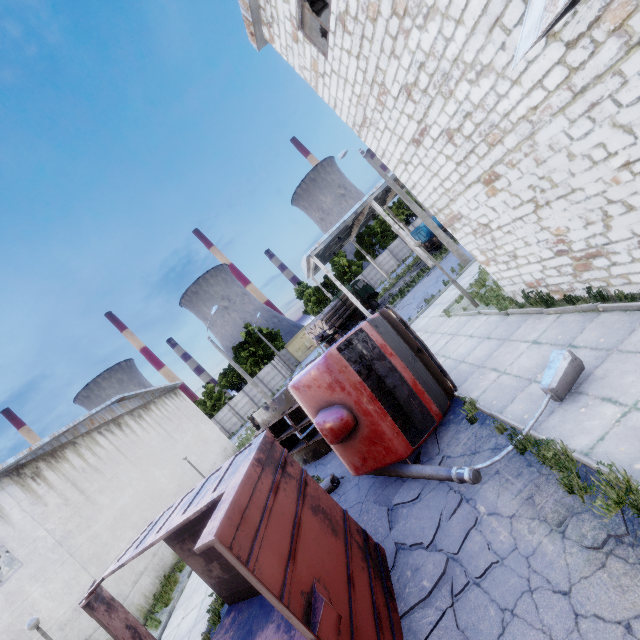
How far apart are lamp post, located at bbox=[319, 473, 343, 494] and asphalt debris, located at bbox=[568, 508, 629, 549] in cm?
562

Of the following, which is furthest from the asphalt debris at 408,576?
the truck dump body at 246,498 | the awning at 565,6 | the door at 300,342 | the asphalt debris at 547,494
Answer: the door at 300,342

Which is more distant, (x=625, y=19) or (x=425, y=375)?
(x=425, y=375)

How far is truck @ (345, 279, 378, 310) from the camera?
32.4m

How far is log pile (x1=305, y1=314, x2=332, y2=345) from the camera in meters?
28.6

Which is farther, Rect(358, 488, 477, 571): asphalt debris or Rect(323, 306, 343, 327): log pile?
Rect(323, 306, 343, 327): log pile

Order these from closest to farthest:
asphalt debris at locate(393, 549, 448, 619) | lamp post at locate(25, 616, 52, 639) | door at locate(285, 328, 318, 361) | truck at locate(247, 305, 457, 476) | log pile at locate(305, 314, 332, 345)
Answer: asphalt debris at locate(393, 549, 448, 619), truck at locate(247, 305, 457, 476), lamp post at locate(25, 616, 52, 639), log pile at locate(305, 314, 332, 345), door at locate(285, 328, 318, 361)

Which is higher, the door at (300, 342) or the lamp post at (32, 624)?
the lamp post at (32, 624)
